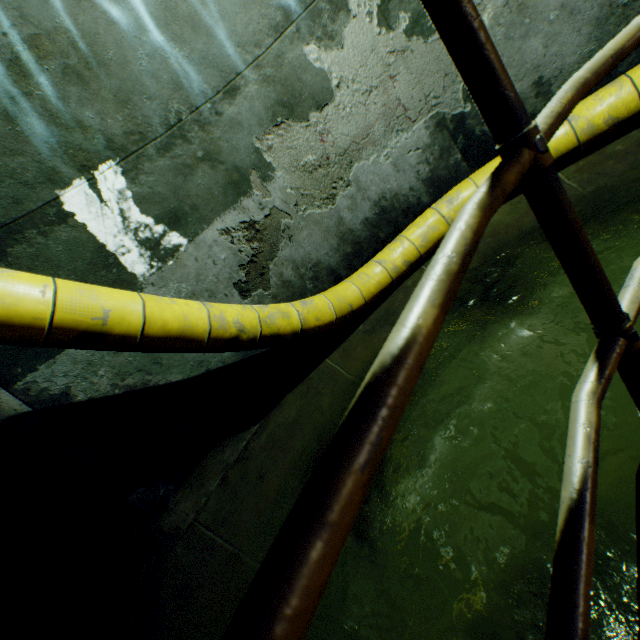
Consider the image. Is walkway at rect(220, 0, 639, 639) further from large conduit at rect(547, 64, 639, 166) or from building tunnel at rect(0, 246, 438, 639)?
large conduit at rect(547, 64, 639, 166)

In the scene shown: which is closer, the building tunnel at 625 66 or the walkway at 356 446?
the walkway at 356 446

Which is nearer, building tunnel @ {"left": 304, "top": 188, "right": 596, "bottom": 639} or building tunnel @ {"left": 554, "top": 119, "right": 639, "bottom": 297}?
building tunnel @ {"left": 304, "top": 188, "right": 596, "bottom": 639}

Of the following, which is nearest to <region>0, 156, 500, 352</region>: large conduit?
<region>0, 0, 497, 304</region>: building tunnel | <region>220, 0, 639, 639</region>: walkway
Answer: <region>0, 0, 497, 304</region>: building tunnel

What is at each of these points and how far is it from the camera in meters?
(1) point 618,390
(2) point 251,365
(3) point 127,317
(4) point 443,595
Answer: (1) building tunnel, 1.8 m
(2) building tunnel, 3.6 m
(3) large conduit, 2.1 m
(4) building tunnel, 1.6 m

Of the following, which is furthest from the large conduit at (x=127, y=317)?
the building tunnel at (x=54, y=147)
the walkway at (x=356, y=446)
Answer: the walkway at (x=356, y=446)
